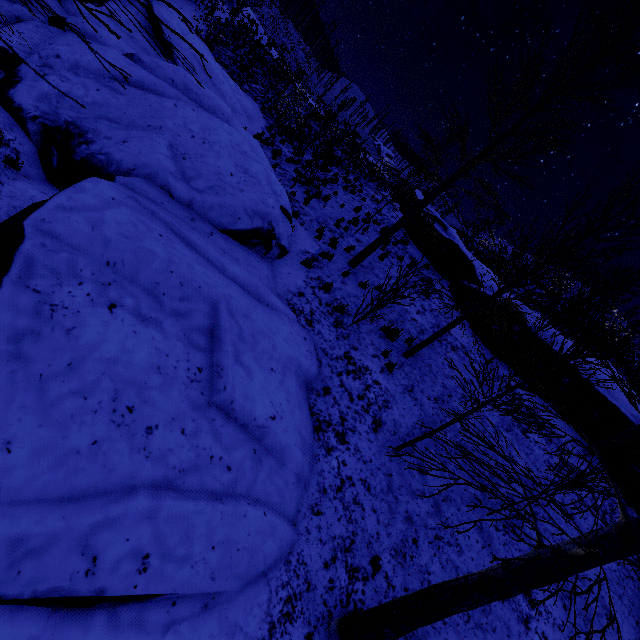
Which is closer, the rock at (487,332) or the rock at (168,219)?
the rock at (168,219)

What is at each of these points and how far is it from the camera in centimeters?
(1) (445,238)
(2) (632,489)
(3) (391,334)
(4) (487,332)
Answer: (1) rock, 1638cm
(2) rock, 912cm
(3) instancedfoliageactor, 963cm
(4) rock, 1249cm

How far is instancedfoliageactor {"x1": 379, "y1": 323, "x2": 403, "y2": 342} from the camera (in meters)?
9.59

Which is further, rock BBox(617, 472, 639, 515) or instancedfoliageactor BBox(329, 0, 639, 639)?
rock BBox(617, 472, 639, 515)

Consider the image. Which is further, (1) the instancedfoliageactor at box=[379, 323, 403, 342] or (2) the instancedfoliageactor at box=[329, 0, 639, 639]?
(1) the instancedfoliageactor at box=[379, 323, 403, 342]

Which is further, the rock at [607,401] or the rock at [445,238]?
the rock at [445,238]

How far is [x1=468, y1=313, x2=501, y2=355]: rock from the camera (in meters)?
12.12

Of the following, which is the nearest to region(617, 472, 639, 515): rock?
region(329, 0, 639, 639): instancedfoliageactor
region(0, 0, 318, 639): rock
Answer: region(329, 0, 639, 639): instancedfoliageactor
